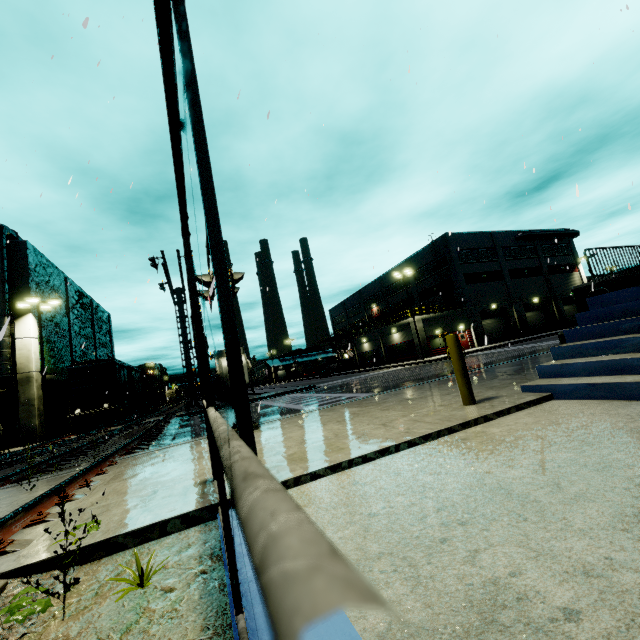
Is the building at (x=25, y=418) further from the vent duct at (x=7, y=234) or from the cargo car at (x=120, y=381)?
the cargo car at (x=120, y=381)

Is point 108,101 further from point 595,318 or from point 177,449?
point 595,318

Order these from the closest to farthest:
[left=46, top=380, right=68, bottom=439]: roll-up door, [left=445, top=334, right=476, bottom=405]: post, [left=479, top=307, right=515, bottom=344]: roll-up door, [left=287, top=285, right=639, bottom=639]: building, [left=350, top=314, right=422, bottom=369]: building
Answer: [left=287, top=285, right=639, bottom=639]: building, [left=445, top=334, right=476, bottom=405]: post, [left=46, top=380, right=68, bottom=439]: roll-up door, [left=350, top=314, right=422, bottom=369]: building, [left=479, top=307, right=515, bottom=344]: roll-up door

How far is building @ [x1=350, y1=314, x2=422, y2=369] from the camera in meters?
37.5 m

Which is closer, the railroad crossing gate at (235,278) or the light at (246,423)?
the light at (246,423)

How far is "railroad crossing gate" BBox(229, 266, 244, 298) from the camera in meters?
7.4

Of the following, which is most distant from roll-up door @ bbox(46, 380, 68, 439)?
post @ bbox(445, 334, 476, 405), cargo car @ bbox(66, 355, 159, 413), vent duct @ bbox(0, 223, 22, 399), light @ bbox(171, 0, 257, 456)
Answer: post @ bbox(445, 334, 476, 405)
